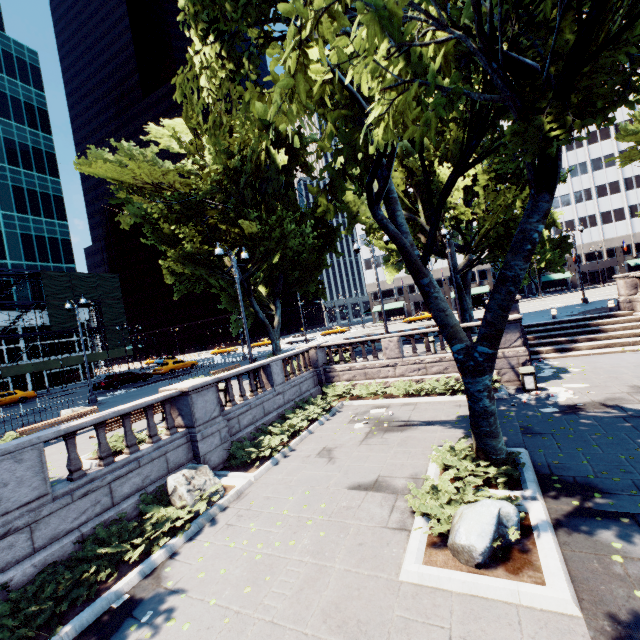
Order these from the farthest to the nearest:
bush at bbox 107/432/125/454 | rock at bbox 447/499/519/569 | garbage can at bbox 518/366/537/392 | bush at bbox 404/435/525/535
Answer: garbage can at bbox 518/366/537/392
bush at bbox 107/432/125/454
bush at bbox 404/435/525/535
rock at bbox 447/499/519/569

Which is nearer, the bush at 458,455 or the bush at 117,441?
the bush at 458,455

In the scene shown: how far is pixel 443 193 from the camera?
8.22m

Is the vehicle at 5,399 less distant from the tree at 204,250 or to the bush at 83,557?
the tree at 204,250

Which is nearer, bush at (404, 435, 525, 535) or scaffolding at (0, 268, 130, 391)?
bush at (404, 435, 525, 535)

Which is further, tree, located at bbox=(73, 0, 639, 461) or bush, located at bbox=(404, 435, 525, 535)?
bush, located at bbox=(404, 435, 525, 535)

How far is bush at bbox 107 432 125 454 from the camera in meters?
9.8 m

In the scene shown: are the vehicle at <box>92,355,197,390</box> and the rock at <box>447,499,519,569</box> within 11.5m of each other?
no
